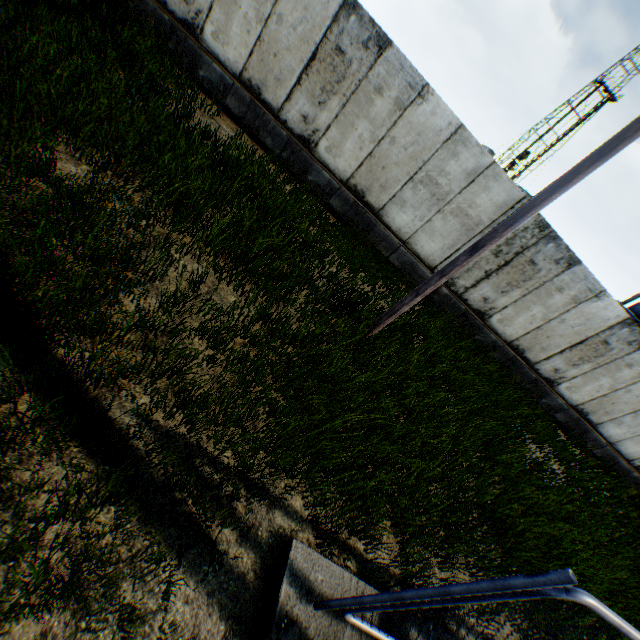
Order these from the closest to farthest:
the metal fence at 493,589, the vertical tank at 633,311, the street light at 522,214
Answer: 1. the metal fence at 493,589
2. the street light at 522,214
3. the vertical tank at 633,311

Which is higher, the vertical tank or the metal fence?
the vertical tank

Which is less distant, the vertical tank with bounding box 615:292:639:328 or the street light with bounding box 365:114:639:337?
the street light with bounding box 365:114:639:337

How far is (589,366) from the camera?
10.3 meters

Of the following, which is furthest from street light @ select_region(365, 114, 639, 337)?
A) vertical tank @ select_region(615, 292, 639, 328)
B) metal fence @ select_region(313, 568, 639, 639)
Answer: vertical tank @ select_region(615, 292, 639, 328)

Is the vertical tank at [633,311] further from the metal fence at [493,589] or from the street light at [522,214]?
the metal fence at [493,589]

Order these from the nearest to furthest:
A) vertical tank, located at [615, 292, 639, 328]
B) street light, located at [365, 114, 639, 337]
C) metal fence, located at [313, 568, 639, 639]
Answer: metal fence, located at [313, 568, 639, 639]
street light, located at [365, 114, 639, 337]
vertical tank, located at [615, 292, 639, 328]
